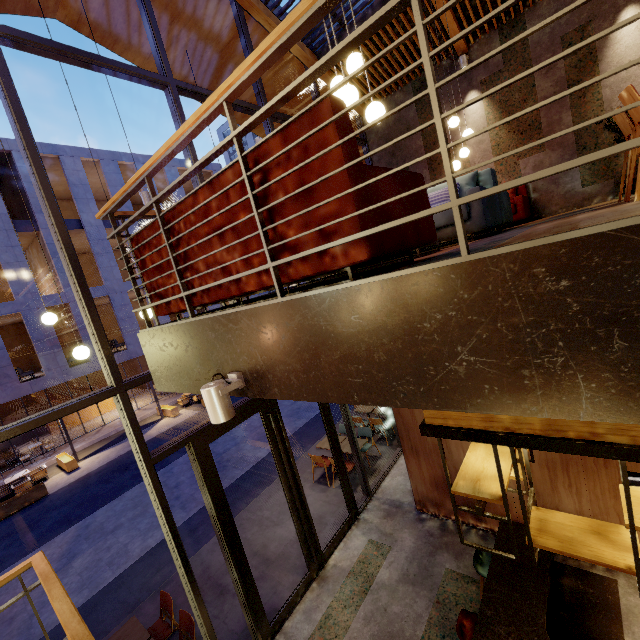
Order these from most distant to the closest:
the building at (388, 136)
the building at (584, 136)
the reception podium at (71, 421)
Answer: the reception podium at (71, 421) → the building at (388, 136) → the building at (584, 136)

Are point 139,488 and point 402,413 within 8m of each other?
no

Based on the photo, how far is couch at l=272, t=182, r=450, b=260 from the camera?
1.54m

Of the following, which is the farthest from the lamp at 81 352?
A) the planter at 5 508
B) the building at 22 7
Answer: the planter at 5 508

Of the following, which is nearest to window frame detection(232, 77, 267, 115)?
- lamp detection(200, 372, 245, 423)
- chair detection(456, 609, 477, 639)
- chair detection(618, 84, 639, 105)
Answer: lamp detection(200, 372, 245, 423)

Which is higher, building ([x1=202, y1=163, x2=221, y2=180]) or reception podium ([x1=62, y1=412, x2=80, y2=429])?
building ([x1=202, y1=163, x2=221, y2=180])

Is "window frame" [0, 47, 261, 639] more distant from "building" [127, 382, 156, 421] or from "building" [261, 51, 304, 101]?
"building" [127, 382, 156, 421]

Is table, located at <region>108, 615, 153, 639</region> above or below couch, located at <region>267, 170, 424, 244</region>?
below
